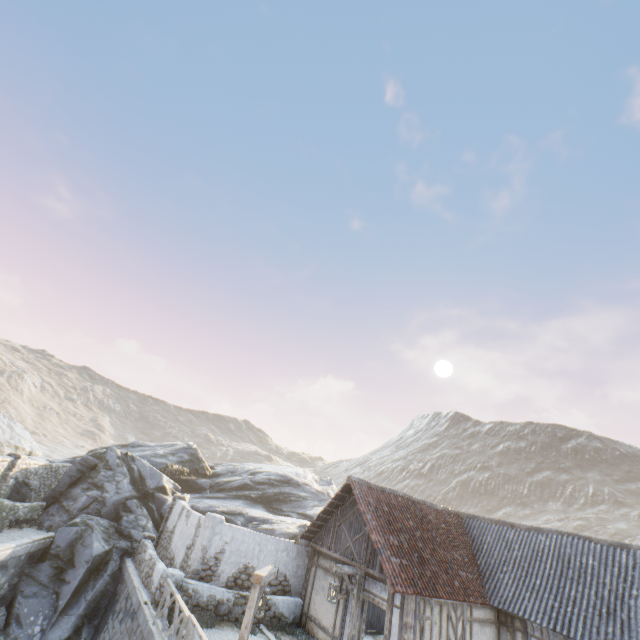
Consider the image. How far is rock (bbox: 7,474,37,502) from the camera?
17.6 meters

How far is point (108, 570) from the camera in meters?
15.9

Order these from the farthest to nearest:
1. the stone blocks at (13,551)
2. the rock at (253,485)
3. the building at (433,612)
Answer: the rock at (253,485) → the stone blocks at (13,551) → the building at (433,612)

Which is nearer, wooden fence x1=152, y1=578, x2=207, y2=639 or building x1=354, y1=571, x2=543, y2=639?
wooden fence x1=152, y1=578, x2=207, y2=639

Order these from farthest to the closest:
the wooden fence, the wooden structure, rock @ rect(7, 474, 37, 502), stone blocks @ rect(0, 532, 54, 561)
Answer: rock @ rect(7, 474, 37, 502), stone blocks @ rect(0, 532, 54, 561), the wooden fence, the wooden structure

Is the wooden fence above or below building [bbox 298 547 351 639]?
above

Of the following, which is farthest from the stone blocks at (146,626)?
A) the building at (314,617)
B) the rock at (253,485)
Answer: the building at (314,617)

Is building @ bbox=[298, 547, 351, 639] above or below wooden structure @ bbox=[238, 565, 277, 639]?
below
